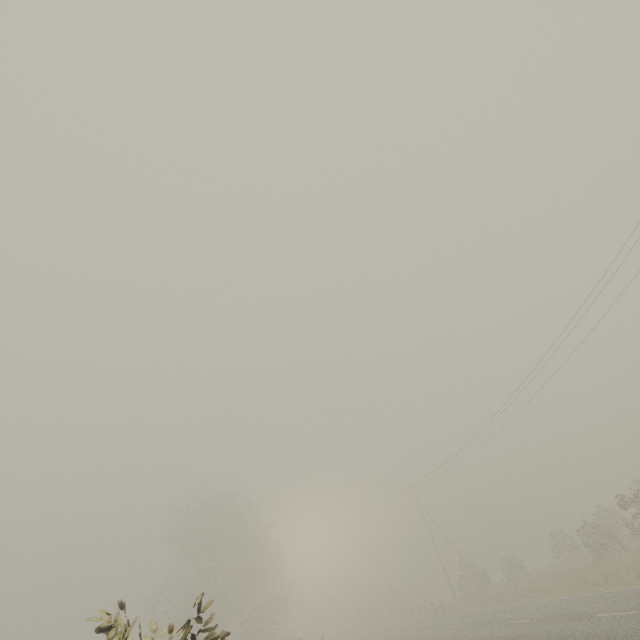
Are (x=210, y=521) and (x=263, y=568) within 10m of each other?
yes
